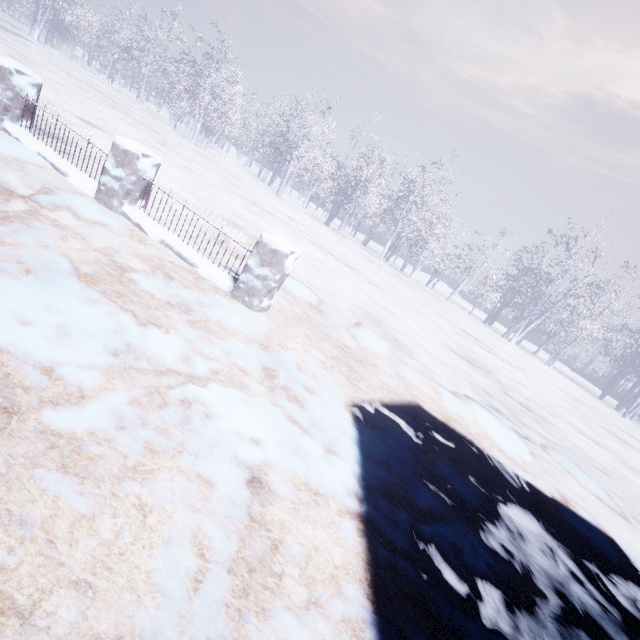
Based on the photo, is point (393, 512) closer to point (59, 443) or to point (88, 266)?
point (59, 443)
